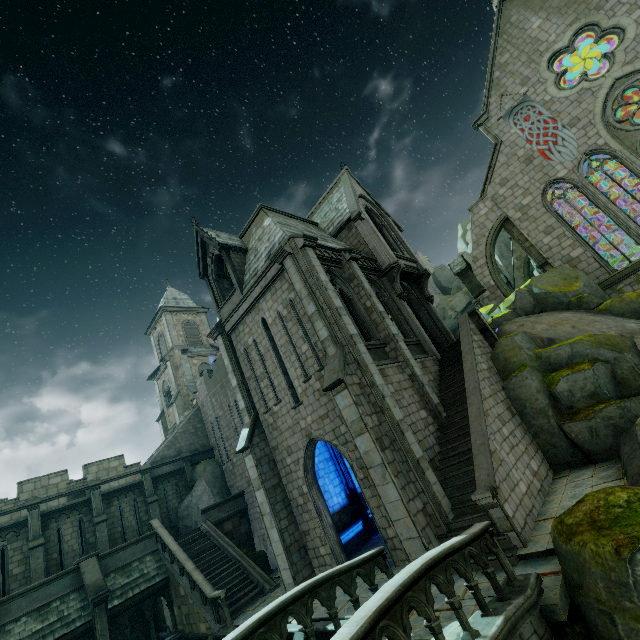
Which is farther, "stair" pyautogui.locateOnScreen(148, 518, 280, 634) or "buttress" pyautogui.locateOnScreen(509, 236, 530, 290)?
"buttress" pyautogui.locateOnScreen(509, 236, 530, 290)

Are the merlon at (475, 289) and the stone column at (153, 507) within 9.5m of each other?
no

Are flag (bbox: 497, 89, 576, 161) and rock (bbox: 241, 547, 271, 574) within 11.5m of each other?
no

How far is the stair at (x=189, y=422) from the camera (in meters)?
23.33

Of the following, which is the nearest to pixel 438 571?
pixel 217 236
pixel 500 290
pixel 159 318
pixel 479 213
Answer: pixel 217 236

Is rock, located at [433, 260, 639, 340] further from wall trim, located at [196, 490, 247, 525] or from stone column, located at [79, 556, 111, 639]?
wall trim, located at [196, 490, 247, 525]

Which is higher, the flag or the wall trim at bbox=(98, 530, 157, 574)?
the flag

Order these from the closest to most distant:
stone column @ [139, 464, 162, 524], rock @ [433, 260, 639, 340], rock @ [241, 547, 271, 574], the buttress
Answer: rock @ [433, 260, 639, 340] → rock @ [241, 547, 271, 574] → stone column @ [139, 464, 162, 524] → the buttress
